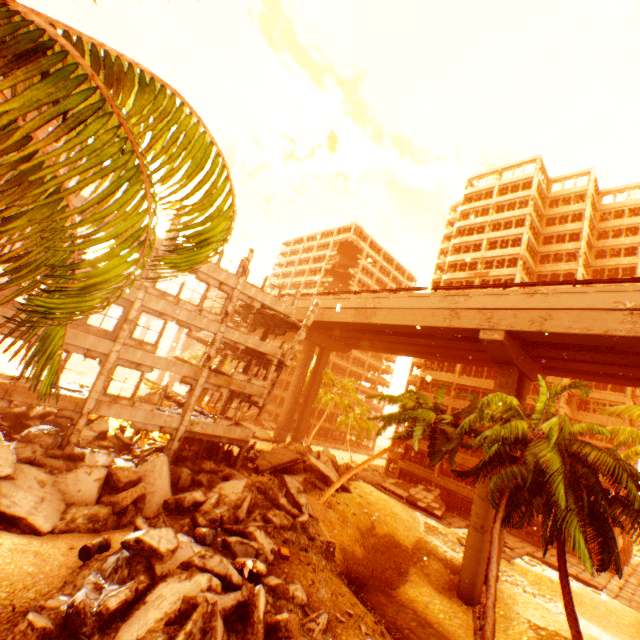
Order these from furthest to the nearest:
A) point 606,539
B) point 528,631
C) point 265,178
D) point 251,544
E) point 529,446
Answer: point 265,178 < point 528,631 < point 529,446 < point 251,544 < point 606,539

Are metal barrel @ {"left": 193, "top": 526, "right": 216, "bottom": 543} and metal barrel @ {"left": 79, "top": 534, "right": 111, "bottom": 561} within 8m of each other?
yes

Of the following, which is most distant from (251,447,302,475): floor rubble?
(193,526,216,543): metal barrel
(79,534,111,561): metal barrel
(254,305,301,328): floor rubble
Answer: (79,534,111,561): metal barrel

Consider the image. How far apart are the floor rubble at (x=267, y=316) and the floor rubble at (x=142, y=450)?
11.4m

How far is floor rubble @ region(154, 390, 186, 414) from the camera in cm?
1998

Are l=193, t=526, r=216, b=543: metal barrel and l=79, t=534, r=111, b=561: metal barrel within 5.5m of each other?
yes

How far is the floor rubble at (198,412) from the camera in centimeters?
2119cm

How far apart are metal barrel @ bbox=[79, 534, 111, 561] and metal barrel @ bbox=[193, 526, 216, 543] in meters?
2.9 m
